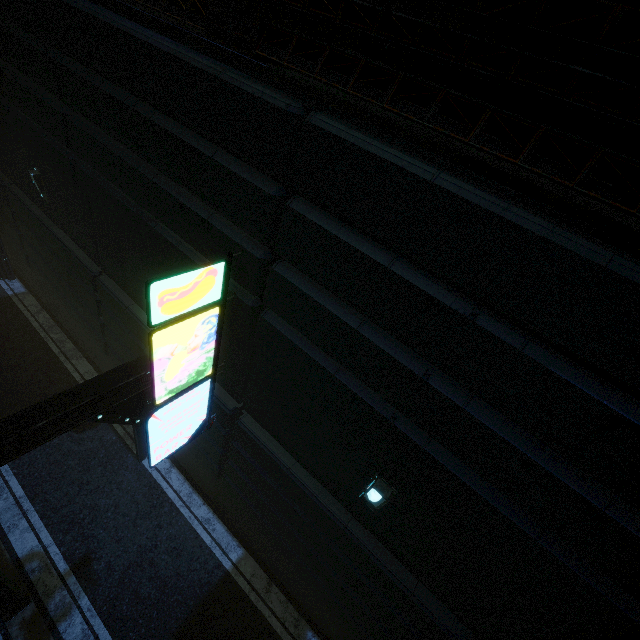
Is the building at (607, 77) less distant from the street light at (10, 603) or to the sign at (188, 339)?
the sign at (188, 339)

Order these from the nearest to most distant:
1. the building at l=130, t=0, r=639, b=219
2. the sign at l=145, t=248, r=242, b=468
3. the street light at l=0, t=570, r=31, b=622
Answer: the building at l=130, t=0, r=639, b=219, the sign at l=145, t=248, r=242, b=468, the street light at l=0, t=570, r=31, b=622

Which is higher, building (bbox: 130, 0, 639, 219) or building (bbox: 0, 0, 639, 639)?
building (bbox: 130, 0, 639, 219)

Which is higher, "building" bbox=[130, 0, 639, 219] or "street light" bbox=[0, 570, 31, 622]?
"building" bbox=[130, 0, 639, 219]

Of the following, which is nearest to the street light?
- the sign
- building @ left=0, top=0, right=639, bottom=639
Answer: building @ left=0, top=0, right=639, bottom=639

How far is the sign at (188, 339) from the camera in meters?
4.3 m

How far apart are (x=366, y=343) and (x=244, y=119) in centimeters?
315cm

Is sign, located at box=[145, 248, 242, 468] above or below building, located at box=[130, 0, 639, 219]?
below
